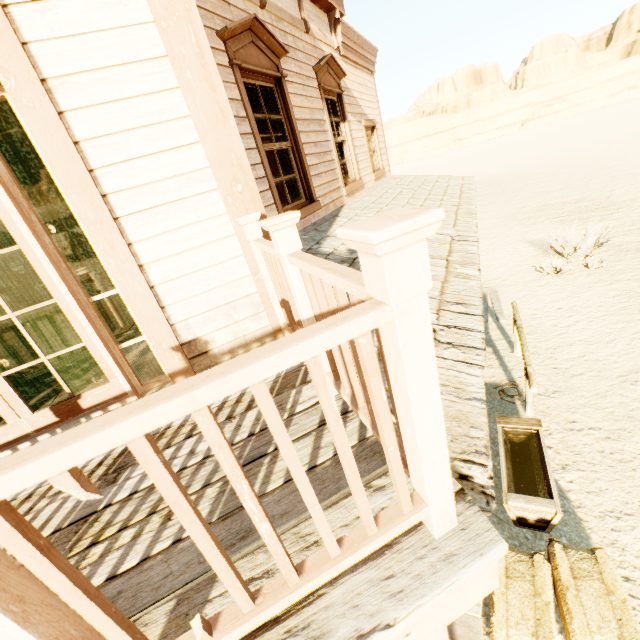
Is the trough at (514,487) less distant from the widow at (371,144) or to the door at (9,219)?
the door at (9,219)

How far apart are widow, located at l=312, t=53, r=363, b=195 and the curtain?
1.38m

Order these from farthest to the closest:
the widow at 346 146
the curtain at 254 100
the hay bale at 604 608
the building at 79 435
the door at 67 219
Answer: the door at 67 219 < the widow at 346 146 < the curtain at 254 100 < the hay bale at 604 608 < the building at 79 435

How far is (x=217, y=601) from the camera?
1.1 meters

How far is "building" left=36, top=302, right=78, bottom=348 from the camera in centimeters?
377cm

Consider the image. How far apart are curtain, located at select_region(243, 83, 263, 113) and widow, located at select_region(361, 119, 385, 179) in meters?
3.7 m

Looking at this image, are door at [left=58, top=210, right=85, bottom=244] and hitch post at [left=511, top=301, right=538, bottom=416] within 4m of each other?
no

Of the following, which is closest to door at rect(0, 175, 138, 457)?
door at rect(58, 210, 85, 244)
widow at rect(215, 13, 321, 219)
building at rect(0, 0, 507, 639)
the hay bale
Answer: building at rect(0, 0, 507, 639)
